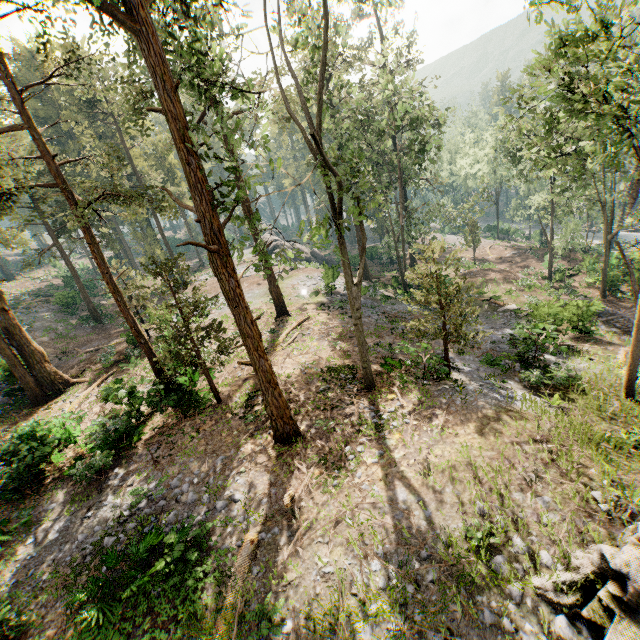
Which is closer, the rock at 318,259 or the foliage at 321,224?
the foliage at 321,224

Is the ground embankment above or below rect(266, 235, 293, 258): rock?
below

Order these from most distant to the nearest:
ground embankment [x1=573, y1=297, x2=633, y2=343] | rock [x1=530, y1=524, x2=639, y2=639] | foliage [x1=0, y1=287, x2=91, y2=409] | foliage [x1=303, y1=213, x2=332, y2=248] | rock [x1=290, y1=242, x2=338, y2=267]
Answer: rock [x1=290, y1=242, x2=338, y2=267] → ground embankment [x1=573, y1=297, x2=633, y2=343] → foliage [x1=0, y1=287, x2=91, y2=409] → foliage [x1=303, y1=213, x2=332, y2=248] → rock [x1=530, y1=524, x2=639, y2=639]

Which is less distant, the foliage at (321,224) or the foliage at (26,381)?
the foliage at (321,224)

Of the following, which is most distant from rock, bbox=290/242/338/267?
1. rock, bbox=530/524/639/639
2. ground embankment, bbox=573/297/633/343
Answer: rock, bbox=530/524/639/639

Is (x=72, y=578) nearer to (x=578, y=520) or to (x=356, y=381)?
(x=356, y=381)

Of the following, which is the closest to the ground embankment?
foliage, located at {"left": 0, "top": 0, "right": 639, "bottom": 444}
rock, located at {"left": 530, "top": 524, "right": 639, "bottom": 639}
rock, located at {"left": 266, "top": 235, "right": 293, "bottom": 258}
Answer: foliage, located at {"left": 0, "top": 0, "right": 639, "bottom": 444}

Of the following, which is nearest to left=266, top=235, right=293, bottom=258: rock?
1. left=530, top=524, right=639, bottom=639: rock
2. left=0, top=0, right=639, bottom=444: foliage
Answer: left=0, top=0, right=639, bottom=444: foliage
